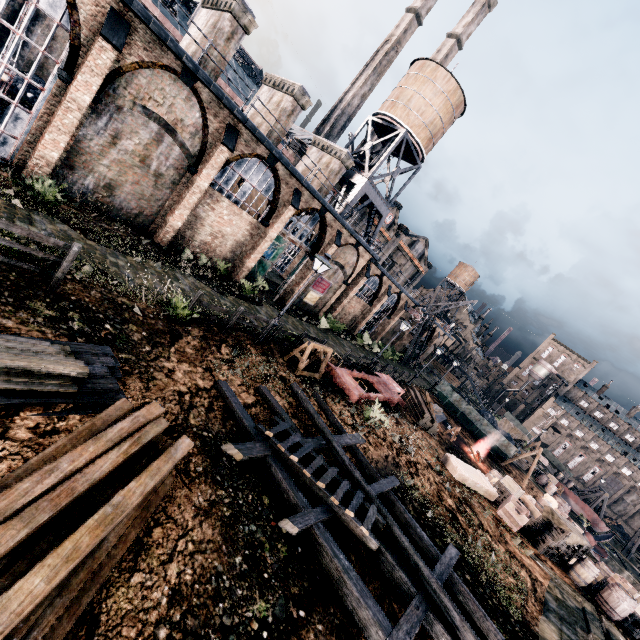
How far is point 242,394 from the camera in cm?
1132

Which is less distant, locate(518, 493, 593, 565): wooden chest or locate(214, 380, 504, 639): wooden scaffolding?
locate(214, 380, 504, 639): wooden scaffolding

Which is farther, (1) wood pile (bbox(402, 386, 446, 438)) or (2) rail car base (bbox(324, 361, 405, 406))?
(1) wood pile (bbox(402, 386, 446, 438))

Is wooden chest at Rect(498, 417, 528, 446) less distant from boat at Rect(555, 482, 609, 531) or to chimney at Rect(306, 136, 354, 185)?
boat at Rect(555, 482, 609, 531)

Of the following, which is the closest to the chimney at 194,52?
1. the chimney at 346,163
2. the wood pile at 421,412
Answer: the chimney at 346,163

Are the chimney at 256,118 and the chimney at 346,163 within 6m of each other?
yes

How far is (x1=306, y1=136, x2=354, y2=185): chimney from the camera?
27.00m

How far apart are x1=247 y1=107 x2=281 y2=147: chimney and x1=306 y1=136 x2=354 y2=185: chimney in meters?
4.9 m
